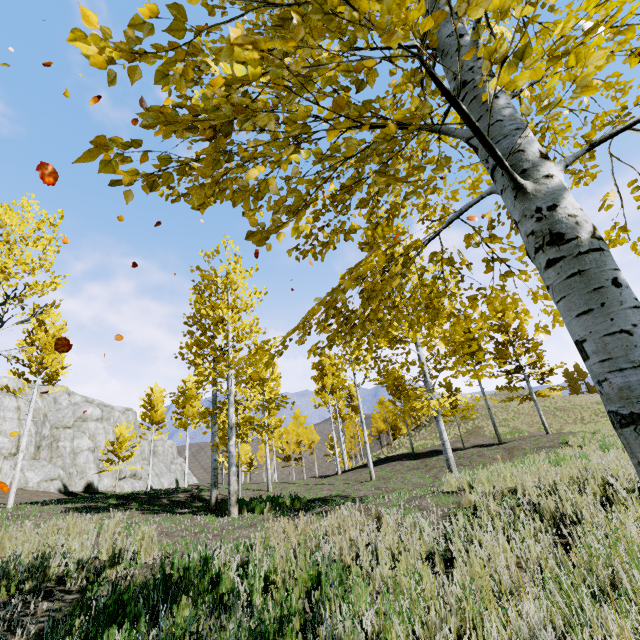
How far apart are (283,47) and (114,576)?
6.14m

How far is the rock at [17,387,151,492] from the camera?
26.8m

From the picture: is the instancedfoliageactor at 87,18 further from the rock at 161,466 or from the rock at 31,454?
the rock at 161,466

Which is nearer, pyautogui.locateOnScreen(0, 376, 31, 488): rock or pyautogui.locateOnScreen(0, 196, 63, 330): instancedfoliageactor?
pyautogui.locateOnScreen(0, 196, 63, 330): instancedfoliageactor

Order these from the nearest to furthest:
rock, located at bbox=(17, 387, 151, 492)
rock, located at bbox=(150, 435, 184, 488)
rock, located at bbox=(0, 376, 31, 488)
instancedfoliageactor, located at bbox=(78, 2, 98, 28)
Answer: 1. instancedfoliageactor, located at bbox=(78, 2, 98, 28)
2. rock, located at bbox=(0, 376, 31, 488)
3. rock, located at bbox=(17, 387, 151, 492)
4. rock, located at bbox=(150, 435, 184, 488)

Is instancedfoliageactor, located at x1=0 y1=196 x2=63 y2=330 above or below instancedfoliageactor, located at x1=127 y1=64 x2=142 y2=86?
above

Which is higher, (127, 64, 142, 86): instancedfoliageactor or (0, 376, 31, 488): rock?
(0, 376, 31, 488): rock

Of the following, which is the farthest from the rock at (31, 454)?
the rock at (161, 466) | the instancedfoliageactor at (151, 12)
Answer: the instancedfoliageactor at (151, 12)
